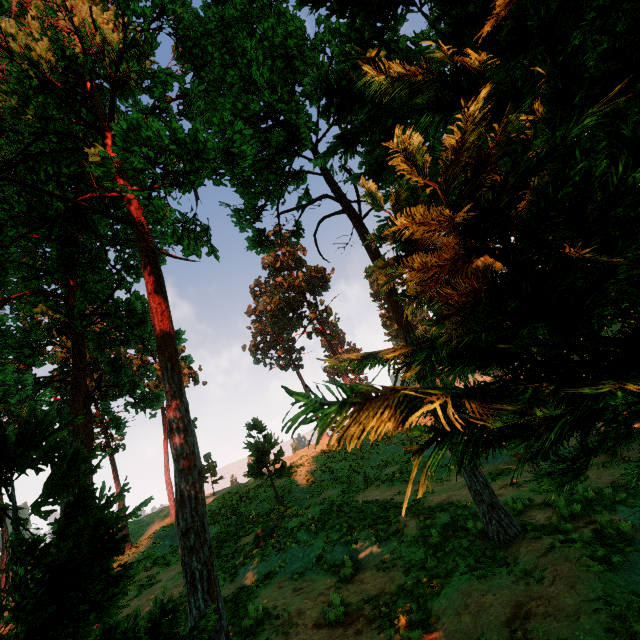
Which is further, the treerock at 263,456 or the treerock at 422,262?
the treerock at 263,456

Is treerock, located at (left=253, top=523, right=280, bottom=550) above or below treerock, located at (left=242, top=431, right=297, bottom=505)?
below

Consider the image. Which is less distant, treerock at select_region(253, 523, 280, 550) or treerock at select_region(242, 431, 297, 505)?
treerock at select_region(253, 523, 280, 550)

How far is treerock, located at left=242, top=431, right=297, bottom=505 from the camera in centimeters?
2205cm

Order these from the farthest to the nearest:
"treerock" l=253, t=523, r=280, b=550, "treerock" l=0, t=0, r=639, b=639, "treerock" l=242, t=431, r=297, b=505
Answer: "treerock" l=242, t=431, r=297, b=505 → "treerock" l=253, t=523, r=280, b=550 → "treerock" l=0, t=0, r=639, b=639

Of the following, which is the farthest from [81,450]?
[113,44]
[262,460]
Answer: [262,460]
